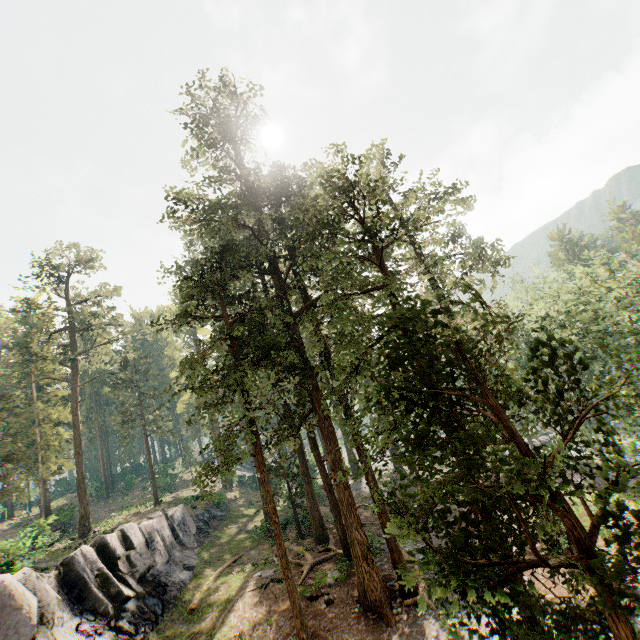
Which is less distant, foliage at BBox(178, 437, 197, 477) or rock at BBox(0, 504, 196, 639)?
rock at BBox(0, 504, 196, 639)

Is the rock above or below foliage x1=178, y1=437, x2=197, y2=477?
below

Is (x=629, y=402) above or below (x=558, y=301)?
below

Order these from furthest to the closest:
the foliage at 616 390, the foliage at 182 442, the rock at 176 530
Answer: the foliage at 182 442, the rock at 176 530, the foliage at 616 390

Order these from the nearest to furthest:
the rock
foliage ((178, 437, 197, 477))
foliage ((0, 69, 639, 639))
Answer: foliage ((0, 69, 639, 639)) < the rock < foliage ((178, 437, 197, 477))

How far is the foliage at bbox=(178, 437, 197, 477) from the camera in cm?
5600

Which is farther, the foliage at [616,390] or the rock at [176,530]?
the rock at [176,530]
